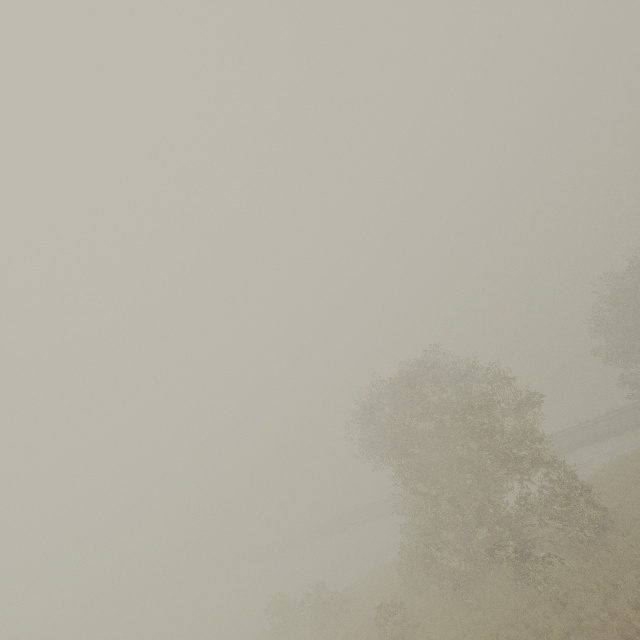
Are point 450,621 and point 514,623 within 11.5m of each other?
yes
